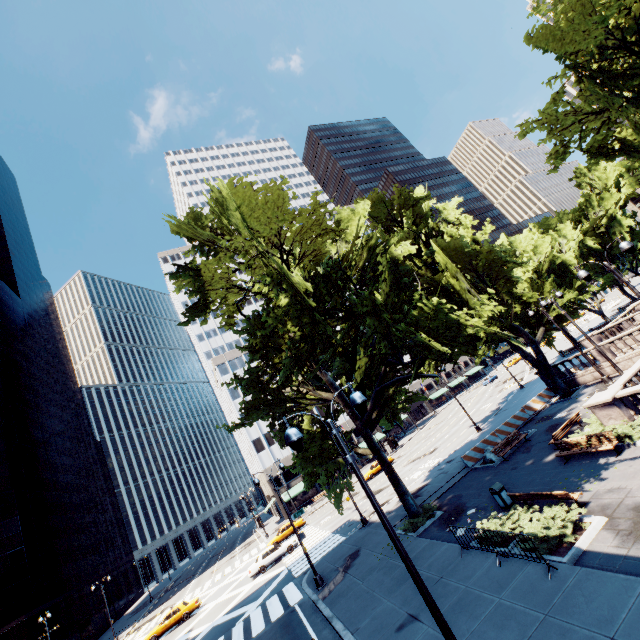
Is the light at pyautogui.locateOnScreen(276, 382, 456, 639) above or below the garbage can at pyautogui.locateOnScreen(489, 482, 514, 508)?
above

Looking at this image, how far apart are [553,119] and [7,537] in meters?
73.2

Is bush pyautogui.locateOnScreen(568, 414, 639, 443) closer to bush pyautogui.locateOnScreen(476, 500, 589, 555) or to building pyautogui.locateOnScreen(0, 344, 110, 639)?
bush pyautogui.locateOnScreen(476, 500, 589, 555)

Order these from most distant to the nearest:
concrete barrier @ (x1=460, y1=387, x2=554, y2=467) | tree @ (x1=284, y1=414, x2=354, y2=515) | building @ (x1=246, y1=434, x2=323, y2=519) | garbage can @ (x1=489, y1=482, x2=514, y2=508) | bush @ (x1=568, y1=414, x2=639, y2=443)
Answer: building @ (x1=246, y1=434, x2=323, y2=519) → concrete barrier @ (x1=460, y1=387, x2=554, y2=467) → tree @ (x1=284, y1=414, x2=354, y2=515) → garbage can @ (x1=489, y1=482, x2=514, y2=508) → bush @ (x1=568, y1=414, x2=639, y2=443)

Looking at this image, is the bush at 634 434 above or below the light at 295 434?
below

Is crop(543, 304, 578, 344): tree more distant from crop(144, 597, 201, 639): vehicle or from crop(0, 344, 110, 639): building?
crop(0, 344, 110, 639): building

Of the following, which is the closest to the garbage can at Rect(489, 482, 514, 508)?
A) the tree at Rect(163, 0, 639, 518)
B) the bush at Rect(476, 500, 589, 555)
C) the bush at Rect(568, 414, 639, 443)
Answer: the bush at Rect(476, 500, 589, 555)

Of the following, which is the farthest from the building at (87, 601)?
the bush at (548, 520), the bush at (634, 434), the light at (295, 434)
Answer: the bush at (634, 434)
